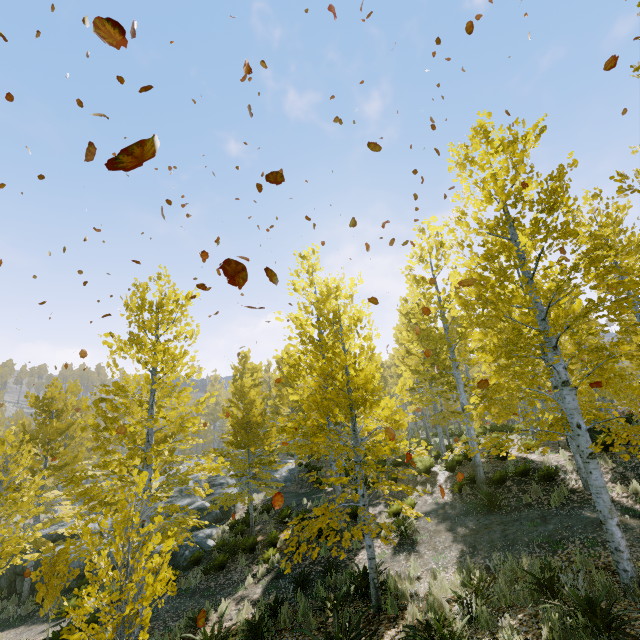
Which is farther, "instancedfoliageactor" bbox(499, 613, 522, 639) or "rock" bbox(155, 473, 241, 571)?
"rock" bbox(155, 473, 241, 571)

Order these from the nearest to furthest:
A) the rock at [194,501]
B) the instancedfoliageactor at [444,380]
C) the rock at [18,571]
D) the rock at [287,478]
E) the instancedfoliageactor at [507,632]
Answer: the instancedfoliageactor at [507,632] → the instancedfoliageactor at [444,380] → the rock at [194,501] → the rock at [18,571] → the rock at [287,478]

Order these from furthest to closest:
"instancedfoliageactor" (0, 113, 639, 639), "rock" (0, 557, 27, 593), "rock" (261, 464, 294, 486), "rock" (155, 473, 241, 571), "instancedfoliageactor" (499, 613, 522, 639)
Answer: "rock" (261, 464, 294, 486) < "rock" (0, 557, 27, 593) < "rock" (155, 473, 241, 571) < "instancedfoliageactor" (0, 113, 639, 639) < "instancedfoliageactor" (499, 613, 522, 639)

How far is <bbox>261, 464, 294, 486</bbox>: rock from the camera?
24.8m

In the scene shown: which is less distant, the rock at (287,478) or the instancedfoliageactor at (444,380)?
the instancedfoliageactor at (444,380)

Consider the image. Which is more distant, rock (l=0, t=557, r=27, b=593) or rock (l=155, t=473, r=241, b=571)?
rock (l=0, t=557, r=27, b=593)

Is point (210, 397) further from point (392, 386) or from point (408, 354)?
point (408, 354)
